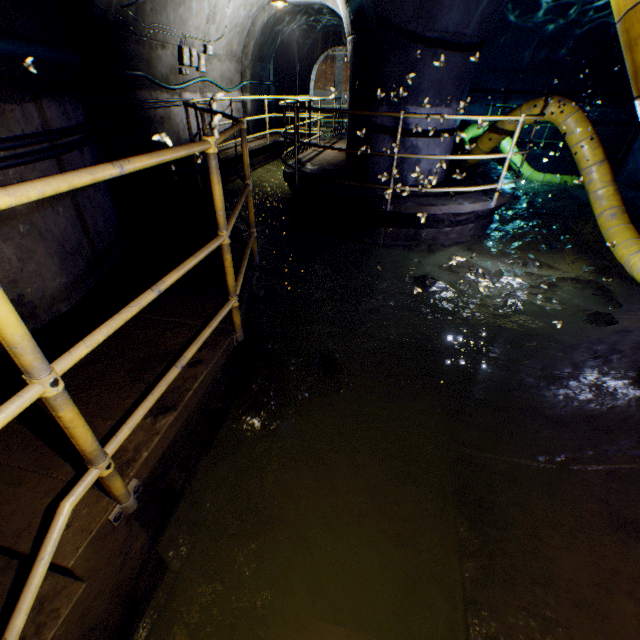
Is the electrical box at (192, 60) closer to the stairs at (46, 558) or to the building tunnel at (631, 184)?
the building tunnel at (631, 184)

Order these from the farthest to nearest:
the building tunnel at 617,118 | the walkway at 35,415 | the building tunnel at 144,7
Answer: the building tunnel at 617,118 → the building tunnel at 144,7 → the walkway at 35,415

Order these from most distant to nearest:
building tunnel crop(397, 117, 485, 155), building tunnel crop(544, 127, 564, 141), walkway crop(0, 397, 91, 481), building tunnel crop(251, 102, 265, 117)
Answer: building tunnel crop(251, 102, 265, 117), building tunnel crop(544, 127, 564, 141), building tunnel crop(397, 117, 485, 155), walkway crop(0, 397, 91, 481)

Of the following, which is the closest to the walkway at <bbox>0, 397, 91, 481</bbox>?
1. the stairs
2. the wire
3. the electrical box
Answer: the stairs

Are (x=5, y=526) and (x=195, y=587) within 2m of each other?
yes

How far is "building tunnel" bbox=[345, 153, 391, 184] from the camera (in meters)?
6.06
